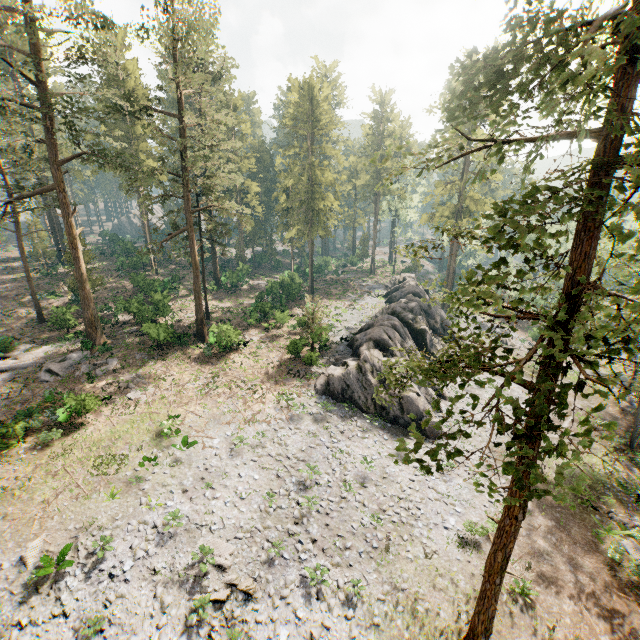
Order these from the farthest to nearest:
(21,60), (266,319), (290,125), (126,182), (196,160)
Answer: (290,125) < (21,60) < (266,319) < (196,160) < (126,182)

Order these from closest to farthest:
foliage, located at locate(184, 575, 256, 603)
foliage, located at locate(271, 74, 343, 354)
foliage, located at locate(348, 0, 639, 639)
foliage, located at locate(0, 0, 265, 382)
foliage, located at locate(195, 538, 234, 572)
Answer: foliage, located at locate(348, 0, 639, 639)
foliage, located at locate(184, 575, 256, 603)
foliage, located at locate(195, 538, 234, 572)
foliage, located at locate(0, 0, 265, 382)
foliage, located at locate(271, 74, 343, 354)

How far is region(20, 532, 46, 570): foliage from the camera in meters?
14.6 m

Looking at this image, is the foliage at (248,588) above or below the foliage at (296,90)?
below

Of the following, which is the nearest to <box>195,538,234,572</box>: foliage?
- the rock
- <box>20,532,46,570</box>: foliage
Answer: the rock

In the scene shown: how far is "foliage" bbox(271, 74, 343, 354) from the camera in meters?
40.0 m

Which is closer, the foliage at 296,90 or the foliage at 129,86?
A: the foliage at 129,86
